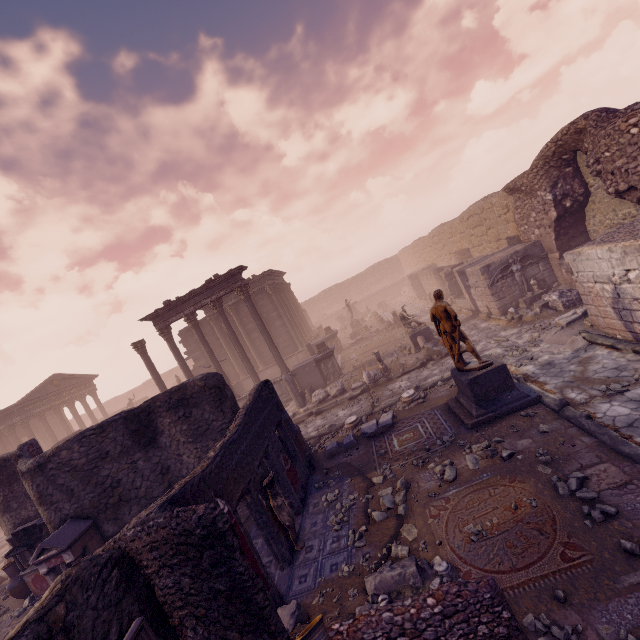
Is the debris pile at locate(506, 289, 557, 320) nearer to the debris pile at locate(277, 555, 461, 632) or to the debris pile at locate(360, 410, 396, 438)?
the debris pile at locate(360, 410, 396, 438)

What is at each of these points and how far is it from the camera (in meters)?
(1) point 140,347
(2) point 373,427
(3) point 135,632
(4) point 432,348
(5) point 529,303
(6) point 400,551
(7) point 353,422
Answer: (1) column, 18.47
(2) debris pile, 9.73
(3) relief sculpture, 3.33
(4) building debris, 13.94
(5) debris pile, 13.52
(6) rocks, 5.35
(7) column base, 10.81

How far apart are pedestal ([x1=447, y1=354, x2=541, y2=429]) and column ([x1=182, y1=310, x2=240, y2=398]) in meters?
12.5 m

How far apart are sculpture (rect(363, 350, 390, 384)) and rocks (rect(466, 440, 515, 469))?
6.9 meters

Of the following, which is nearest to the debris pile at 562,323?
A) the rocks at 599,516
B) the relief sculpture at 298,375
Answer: the relief sculpture at 298,375

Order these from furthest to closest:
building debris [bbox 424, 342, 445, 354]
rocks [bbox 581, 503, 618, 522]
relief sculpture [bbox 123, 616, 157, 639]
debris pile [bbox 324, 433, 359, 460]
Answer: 1. building debris [bbox 424, 342, 445, 354]
2. debris pile [bbox 324, 433, 359, 460]
3. rocks [bbox 581, 503, 618, 522]
4. relief sculpture [bbox 123, 616, 157, 639]

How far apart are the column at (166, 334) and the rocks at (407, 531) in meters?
14.9 m

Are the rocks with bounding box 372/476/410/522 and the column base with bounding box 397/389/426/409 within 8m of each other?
yes
